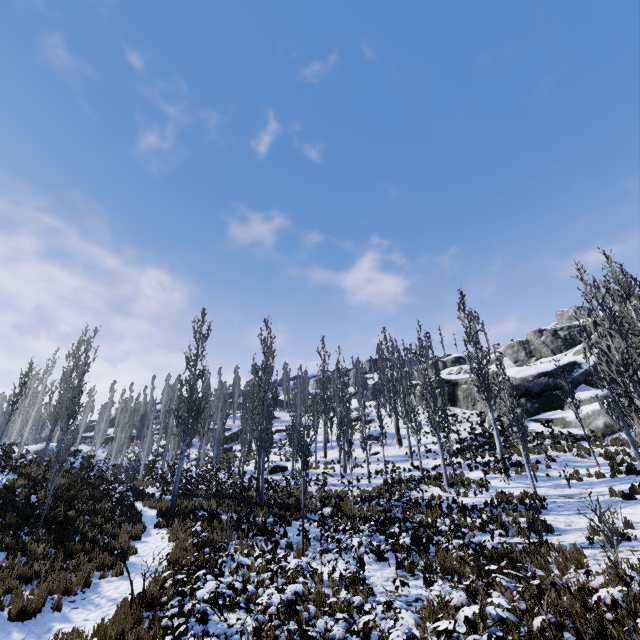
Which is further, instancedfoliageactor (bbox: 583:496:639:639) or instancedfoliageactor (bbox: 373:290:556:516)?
instancedfoliageactor (bbox: 373:290:556:516)

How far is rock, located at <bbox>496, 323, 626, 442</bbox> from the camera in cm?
2408

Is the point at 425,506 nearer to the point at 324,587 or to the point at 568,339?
the point at 324,587

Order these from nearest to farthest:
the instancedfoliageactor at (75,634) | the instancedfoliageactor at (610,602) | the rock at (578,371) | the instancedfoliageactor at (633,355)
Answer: the instancedfoliageactor at (610,602) < the instancedfoliageactor at (75,634) < the instancedfoliageactor at (633,355) < the rock at (578,371)

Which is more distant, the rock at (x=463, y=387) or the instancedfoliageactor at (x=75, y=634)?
the rock at (x=463, y=387)

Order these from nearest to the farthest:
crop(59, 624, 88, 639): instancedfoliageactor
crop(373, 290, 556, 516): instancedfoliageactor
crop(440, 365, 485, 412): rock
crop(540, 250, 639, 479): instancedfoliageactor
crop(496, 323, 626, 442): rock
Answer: crop(59, 624, 88, 639): instancedfoliageactor → crop(540, 250, 639, 479): instancedfoliageactor → crop(373, 290, 556, 516): instancedfoliageactor → crop(496, 323, 626, 442): rock → crop(440, 365, 485, 412): rock
